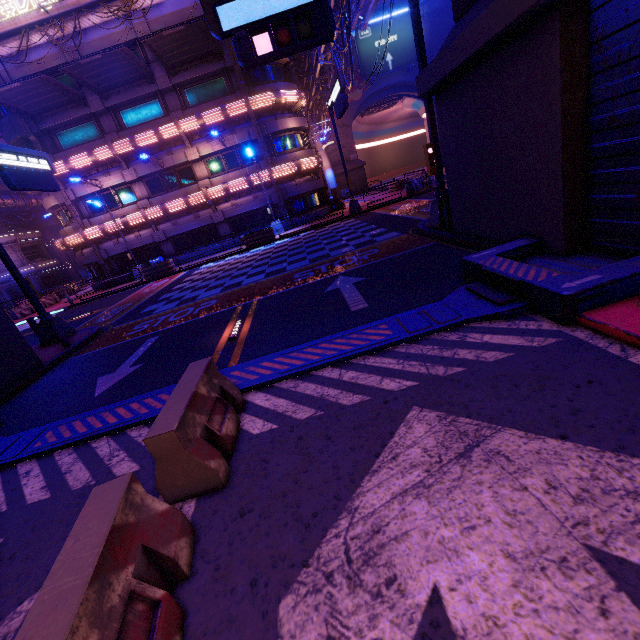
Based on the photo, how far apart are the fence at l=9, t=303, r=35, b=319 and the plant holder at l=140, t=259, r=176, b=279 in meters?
11.2

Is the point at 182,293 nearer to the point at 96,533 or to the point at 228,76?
the point at 96,533

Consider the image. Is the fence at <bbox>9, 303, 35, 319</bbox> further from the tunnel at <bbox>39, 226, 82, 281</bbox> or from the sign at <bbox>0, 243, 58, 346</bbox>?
the tunnel at <bbox>39, 226, 82, 281</bbox>

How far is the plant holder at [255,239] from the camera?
22.5m

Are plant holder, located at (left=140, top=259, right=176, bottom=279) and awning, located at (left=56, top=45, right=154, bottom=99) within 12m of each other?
yes

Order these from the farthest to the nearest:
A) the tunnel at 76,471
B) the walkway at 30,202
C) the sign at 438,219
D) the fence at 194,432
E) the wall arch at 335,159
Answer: the wall arch at 335,159
the walkway at 30,202
the sign at 438,219
the tunnel at 76,471
the fence at 194,432

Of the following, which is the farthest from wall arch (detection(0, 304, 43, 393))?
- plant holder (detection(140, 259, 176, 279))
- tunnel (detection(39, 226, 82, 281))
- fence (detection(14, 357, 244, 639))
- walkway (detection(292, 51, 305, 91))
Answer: tunnel (detection(39, 226, 82, 281))

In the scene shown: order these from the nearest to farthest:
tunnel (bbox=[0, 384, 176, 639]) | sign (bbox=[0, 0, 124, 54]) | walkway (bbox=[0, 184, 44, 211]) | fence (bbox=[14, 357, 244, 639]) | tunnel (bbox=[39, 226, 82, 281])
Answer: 1. fence (bbox=[14, 357, 244, 639])
2. tunnel (bbox=[0, 384, 176, 639])
3. sign (bbox=[0, 0, 124, 54])
4. walkway (bbox=[0, 184, 44, 211])
5. tunnel (bbox=[39, 226, 82, 281])
